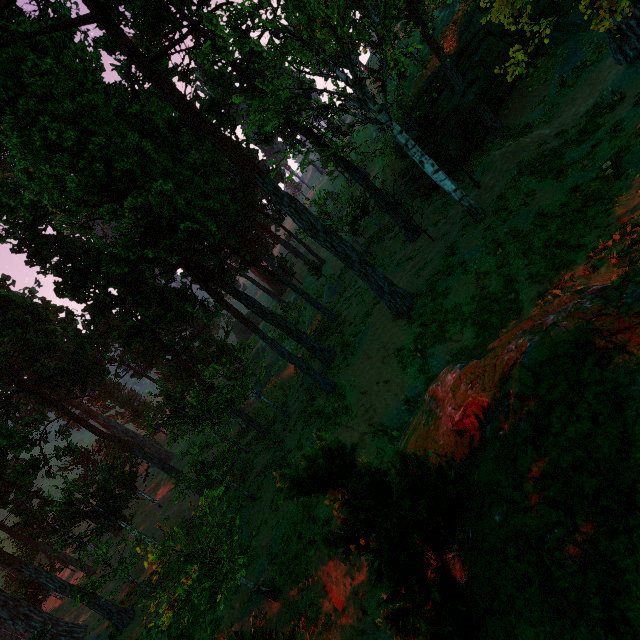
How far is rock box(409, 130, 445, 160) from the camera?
28.0m

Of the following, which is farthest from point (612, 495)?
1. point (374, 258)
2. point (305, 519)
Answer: point (374, 258)

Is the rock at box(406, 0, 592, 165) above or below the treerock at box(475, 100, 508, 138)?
above

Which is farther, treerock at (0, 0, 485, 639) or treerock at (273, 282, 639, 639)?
treerock at (0, 0, 485, 639)

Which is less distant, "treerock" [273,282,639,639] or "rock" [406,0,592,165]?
"treerock" [273,282,639,639]

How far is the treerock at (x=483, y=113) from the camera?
24.83m

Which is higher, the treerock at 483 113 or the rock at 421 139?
the rock at 421 139

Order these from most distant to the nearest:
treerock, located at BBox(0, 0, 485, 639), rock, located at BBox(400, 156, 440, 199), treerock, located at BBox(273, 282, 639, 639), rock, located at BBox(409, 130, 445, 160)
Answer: rock, located at BBox(400, 156, 440, 199) < rock, located at BBox(409, 130, 445, 160) < treerock, located at BBox(0, 0, 485, 639) < treerock, located at BBox(273, 282, 639, 639)
